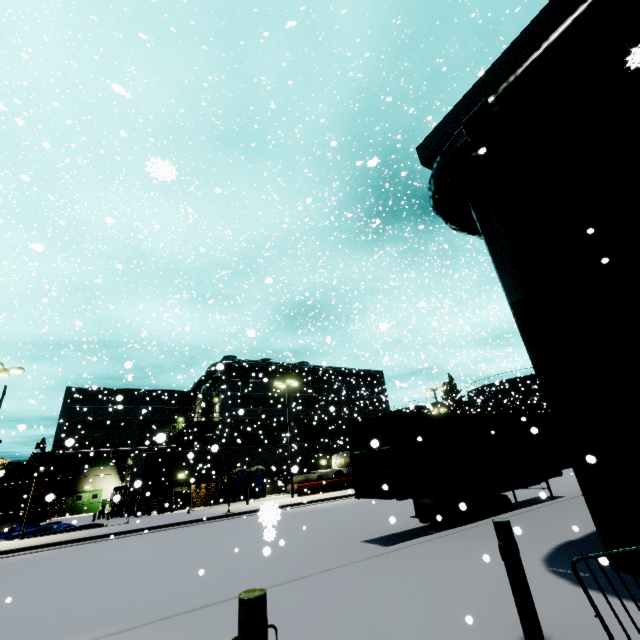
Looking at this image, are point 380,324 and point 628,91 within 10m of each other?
yes

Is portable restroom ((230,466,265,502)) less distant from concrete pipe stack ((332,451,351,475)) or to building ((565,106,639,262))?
building ((565,106,639,262))

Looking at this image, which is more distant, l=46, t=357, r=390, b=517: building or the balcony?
the balcony

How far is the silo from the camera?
48.66m

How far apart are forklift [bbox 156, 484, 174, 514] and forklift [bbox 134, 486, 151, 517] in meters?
0.5

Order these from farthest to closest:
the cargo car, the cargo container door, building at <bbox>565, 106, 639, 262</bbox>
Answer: the cargo car < the cargo container door < building at <bbox>565, 106, 639, 262</bbox>

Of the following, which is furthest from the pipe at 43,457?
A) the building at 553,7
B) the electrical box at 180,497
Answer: the electrical box at 180,497

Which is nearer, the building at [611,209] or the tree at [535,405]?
the building at [611,209]
